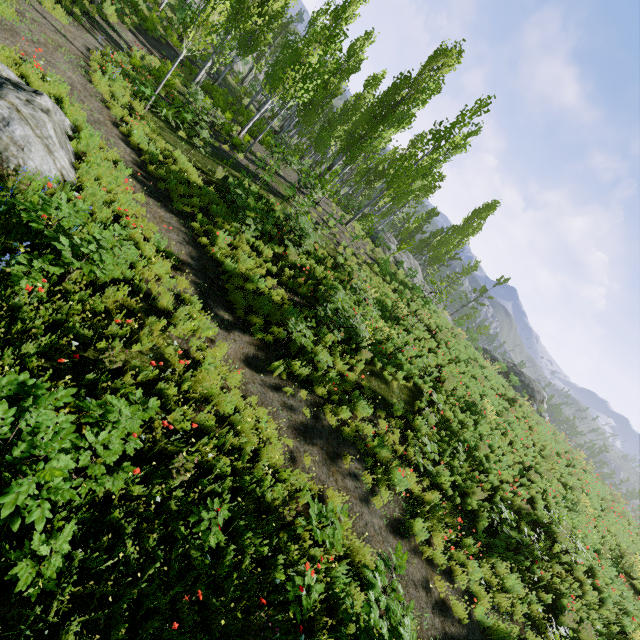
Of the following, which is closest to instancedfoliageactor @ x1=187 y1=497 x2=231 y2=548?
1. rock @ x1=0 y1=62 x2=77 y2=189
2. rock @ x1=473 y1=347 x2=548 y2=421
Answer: rock @ x1=0 y1=62 x2=77 y2=189

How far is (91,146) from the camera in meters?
8.0

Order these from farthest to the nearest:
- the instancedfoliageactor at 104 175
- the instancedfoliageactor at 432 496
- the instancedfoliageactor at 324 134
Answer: the instancedfoliageactor at 324 134, the instancedfoliageactor at 432 496, the instancedfoliageactor at 104 175

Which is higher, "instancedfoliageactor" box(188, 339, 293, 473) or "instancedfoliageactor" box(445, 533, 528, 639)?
"instancedfoliageactor" box(445, 533, 528, 639)

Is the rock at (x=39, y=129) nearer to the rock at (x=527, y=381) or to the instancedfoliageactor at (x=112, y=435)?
the instancedfoliageactor at (x=112, y=435)

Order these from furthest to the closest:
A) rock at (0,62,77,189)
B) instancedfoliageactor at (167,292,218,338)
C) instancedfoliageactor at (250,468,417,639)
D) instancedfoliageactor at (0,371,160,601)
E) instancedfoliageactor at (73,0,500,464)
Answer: instancedfoliageactor at (73,0,500,464) < instancedfoliageactor at (167,292,218,338) < rock at (0,62,77,189) < instancedfoliageactor at (250,468,417,639) < instancedfoliageactor at (0,371,160,601)

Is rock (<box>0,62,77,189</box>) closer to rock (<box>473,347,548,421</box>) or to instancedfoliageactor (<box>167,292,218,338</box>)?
instancedfoliageactor (<box>167,292,218,338</box>)

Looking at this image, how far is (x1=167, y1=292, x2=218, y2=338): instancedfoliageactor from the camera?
6.66m
